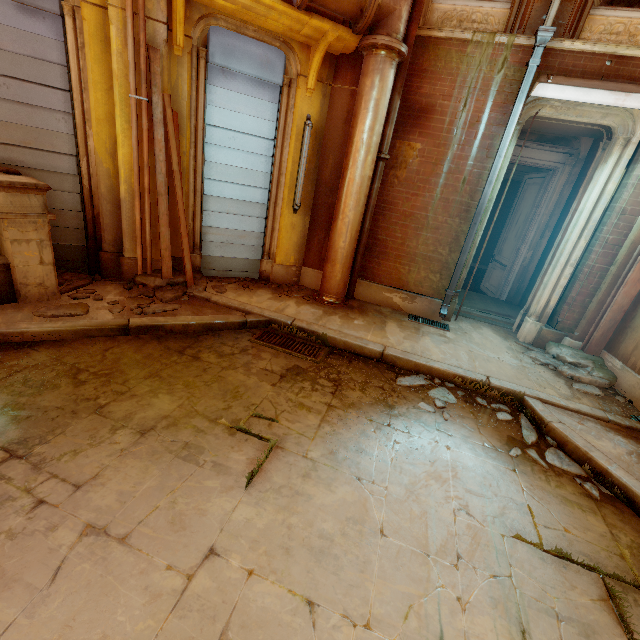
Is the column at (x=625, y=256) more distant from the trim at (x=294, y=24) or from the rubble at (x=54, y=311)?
the rubble at (x=54, y=311)

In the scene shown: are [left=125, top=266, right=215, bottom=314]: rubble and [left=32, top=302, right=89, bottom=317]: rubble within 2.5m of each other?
yes

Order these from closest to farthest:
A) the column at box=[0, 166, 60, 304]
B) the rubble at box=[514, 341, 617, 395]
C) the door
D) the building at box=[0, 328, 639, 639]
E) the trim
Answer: the building at box=[0, 328, 639, 639] < the column at box=[0, 166, 60, 304] < the trim < the rubble at box=[514, 341, 617, 395] < the door

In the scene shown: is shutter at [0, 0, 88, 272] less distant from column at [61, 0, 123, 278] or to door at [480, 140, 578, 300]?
column at [61, 0, 123, 278]

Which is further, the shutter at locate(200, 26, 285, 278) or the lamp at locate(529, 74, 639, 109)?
the shutter at locate(200, 26, 285, 278)

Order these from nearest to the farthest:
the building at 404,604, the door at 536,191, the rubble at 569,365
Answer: the building at 404,604 < the rubble at 569,365 < the door at 536,191

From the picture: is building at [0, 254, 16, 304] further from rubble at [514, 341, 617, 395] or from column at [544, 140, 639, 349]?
column at [544, 140, 639, 349]

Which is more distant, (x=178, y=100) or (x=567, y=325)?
(x=567, y=325)
